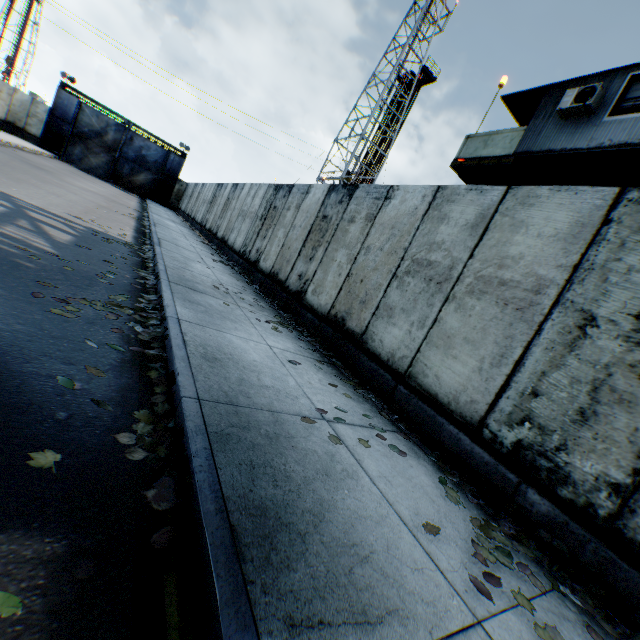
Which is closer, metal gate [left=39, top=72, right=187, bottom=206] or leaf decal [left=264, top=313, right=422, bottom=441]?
leaf decal [left=264, top=313, right=422, bottom=441]

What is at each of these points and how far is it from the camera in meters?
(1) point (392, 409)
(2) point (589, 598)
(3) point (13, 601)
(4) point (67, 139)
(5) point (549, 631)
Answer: (1) leaf decal, 4.5
(2) leaf decal, 2.4
(3) leaf decal, 1.2
(4) metal gate, 29.8
(5) leaf decal, 1.9

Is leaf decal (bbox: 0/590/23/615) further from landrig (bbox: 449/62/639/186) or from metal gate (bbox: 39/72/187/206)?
metal gate (bbox: 39/72/187/206)

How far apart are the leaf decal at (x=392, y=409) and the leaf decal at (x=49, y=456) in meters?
1.9 m

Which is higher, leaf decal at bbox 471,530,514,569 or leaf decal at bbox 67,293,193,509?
leaf decal at bbox 471,530,514,569

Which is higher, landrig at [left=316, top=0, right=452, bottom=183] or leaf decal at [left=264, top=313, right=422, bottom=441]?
landrig at [left=316, top=0, right=452, bottom=183]

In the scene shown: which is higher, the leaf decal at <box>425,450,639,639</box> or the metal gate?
the metal gate

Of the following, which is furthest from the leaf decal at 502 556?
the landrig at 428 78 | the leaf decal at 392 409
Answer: the landrig at 428 78
